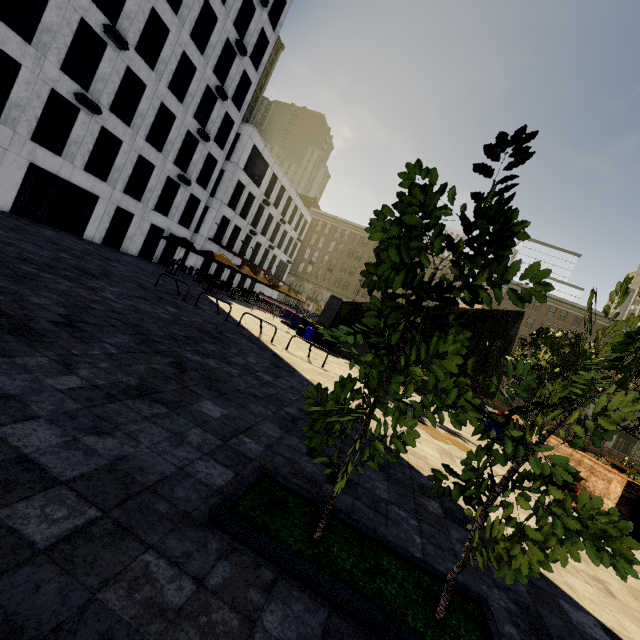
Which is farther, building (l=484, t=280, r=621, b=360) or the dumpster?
building (l=484, t=280, r=621, b=360)

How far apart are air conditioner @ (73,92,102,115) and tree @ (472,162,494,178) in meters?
23.6

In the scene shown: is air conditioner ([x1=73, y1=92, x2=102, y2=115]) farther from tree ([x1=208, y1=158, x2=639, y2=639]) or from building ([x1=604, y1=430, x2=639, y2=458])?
building ([x1=604, y1=430, x2=639, y2=458])

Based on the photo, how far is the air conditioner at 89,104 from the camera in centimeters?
1742cm

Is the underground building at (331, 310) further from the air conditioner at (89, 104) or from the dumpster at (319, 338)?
the air conditioner at (89, 104)

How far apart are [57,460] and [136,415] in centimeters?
109cm

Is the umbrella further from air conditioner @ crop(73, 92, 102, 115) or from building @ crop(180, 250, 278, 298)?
air conditioner @ crop(73, 92, 102, 115)

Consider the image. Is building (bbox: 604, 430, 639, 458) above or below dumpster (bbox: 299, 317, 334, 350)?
above
